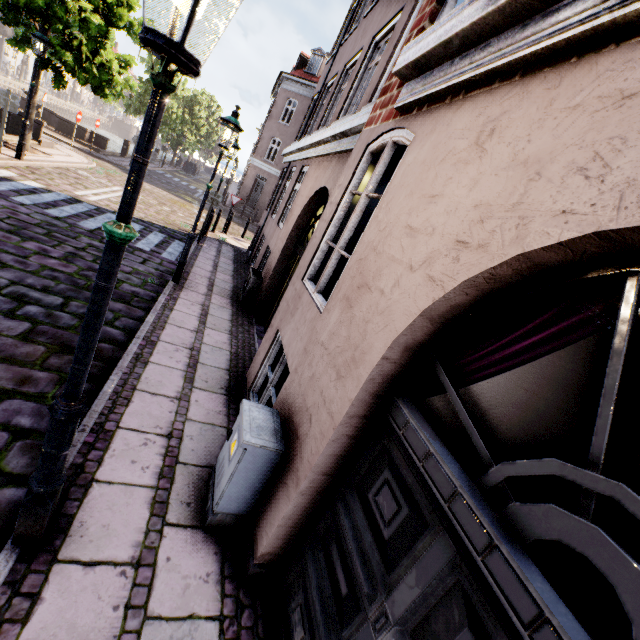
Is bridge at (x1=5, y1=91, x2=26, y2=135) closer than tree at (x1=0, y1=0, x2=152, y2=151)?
No

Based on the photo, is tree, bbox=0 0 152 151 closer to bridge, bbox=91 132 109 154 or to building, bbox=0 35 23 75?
bridge, bbox=91 132 109 154

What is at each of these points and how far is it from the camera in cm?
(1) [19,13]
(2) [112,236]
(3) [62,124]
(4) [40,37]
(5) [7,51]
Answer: (1) tree, 995
(2) street light, 159
(3) bridge, 1959
(4) street light, 945
(5) building, 5106

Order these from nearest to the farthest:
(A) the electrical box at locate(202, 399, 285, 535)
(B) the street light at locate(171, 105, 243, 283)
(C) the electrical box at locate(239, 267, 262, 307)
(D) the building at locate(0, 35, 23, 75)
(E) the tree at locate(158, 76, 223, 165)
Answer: (A) the electrical box at locate(202, 399, 285, 535) < (B) the street light at locate(171, 105, 243, 283) < (C) the electrical box at locate(239, 267, 262, 307) < (E) the tree at locate(158, 76, 223, 165) < (D) the building at locate(0, 35, 23, 75)

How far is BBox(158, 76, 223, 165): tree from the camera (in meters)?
25.49

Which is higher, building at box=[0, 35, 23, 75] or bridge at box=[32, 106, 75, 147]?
building at box=[0, 35, 23, 75]

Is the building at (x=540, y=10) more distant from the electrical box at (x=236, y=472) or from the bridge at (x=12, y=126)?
the bridge at (x=12, y=126)

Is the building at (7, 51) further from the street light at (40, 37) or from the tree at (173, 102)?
the tree at (173, 102)
